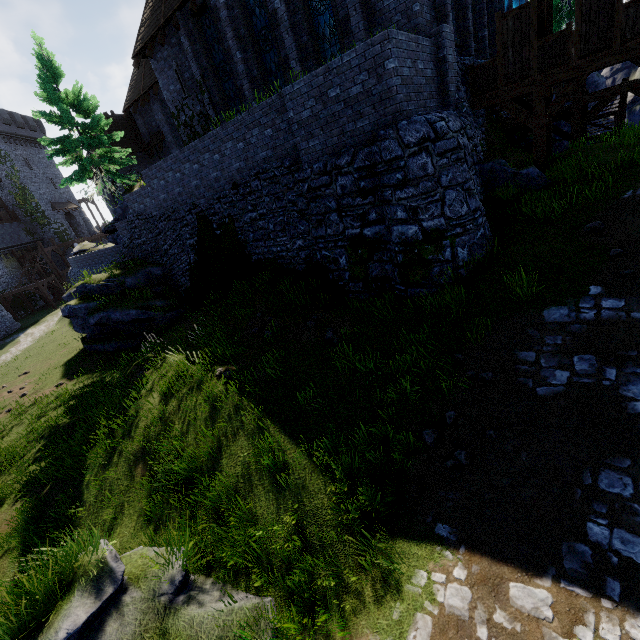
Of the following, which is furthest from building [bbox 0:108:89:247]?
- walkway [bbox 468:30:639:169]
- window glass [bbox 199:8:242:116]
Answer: walkway [bbox 468:30:639:169]

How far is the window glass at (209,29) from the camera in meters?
14.9

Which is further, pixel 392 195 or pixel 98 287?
pixel 98 287

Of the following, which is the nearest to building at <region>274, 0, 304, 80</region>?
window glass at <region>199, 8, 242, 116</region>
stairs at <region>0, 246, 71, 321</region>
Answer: window glass at <region>199, 8, 242, 116</region>

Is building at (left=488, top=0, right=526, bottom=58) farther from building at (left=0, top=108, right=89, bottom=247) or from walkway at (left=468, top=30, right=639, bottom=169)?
building at (left=0, top=108, right=89, bottom=247)

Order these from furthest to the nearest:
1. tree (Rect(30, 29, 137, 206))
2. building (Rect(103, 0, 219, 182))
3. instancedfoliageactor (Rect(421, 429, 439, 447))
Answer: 1. tree (Rect(30, 29, 137, 206))
2. building (Rect(103, 0, 219, 182))
3. instancedfoliageactor (Rect(421, 429, 439, 447))

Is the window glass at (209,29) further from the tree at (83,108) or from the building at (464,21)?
the tree at (83,108)

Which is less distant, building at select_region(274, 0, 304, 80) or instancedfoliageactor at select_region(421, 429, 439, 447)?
instancedfoliageactor at select_region(421, 429, 439, 447)
